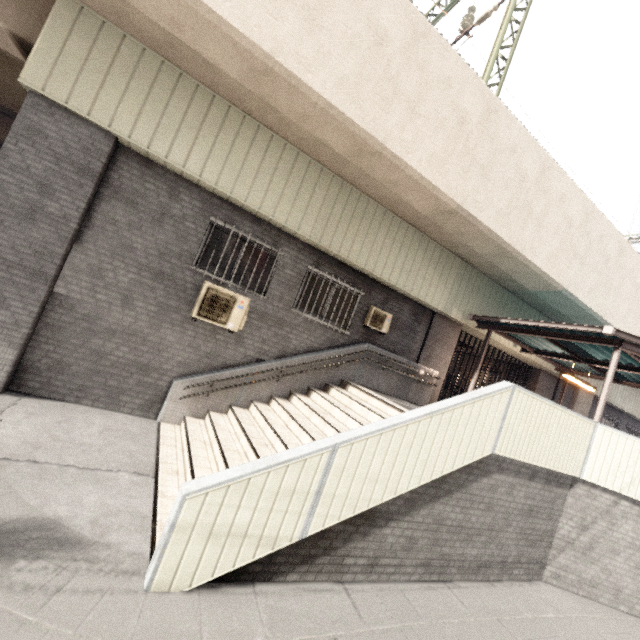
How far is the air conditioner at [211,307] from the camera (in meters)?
7.08

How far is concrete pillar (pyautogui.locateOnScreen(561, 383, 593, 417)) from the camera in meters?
14.2

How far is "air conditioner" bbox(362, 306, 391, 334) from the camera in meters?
9.1

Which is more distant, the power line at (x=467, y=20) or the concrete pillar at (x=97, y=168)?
the power line at (x=467, y=20)

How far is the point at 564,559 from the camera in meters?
6.5

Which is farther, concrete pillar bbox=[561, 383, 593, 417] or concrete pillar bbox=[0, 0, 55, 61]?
concrete pillar bbox=[561, 383, 593, 417]

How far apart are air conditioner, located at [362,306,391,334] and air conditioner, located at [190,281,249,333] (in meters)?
3.34

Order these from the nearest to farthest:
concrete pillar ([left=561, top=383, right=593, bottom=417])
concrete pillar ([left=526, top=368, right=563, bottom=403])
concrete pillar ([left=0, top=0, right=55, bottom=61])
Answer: concrete pillar ([left=0, top=0, right=55, bottom=61]) → concrete pillar ([left=526, top=368, right=563, bottom=403]) → concrete pillar ([left=561, top=383, right=593, bottom=417])
